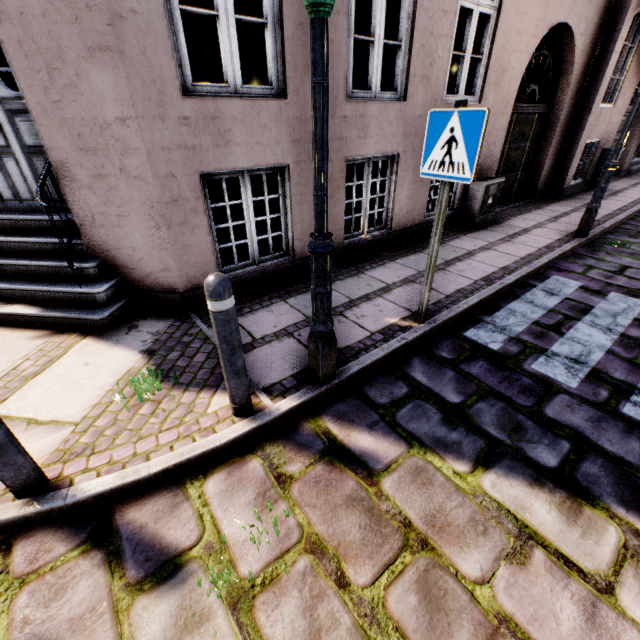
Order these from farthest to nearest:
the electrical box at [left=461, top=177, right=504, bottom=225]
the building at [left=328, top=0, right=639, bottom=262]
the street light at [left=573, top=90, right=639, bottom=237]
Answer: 1. the electrical box at [left=461, top=177, right=504, bottom=225]
2. the street light at [left=573, top=90, right=639, bottom=237]
3. the building at [left=328, top=0, right=639, bottom=262]

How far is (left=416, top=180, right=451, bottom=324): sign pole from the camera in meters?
2.7

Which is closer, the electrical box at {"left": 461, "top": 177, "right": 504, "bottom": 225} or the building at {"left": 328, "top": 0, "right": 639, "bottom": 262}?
the building at {"left": 328, "top": 0, "right": 639, "bottom": 262}

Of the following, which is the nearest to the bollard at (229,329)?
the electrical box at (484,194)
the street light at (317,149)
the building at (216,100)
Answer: the street light at (317,149)

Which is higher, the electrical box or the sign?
the sign

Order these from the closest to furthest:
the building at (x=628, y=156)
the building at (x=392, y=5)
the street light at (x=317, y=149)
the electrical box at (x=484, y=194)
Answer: the street light at (x=317, y=149) → the building at (x=392, y=5) → the electrical box at (x=484, y=194) → the building at (x=628, y=156)

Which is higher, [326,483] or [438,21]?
[438,21]

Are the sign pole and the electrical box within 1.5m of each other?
no
